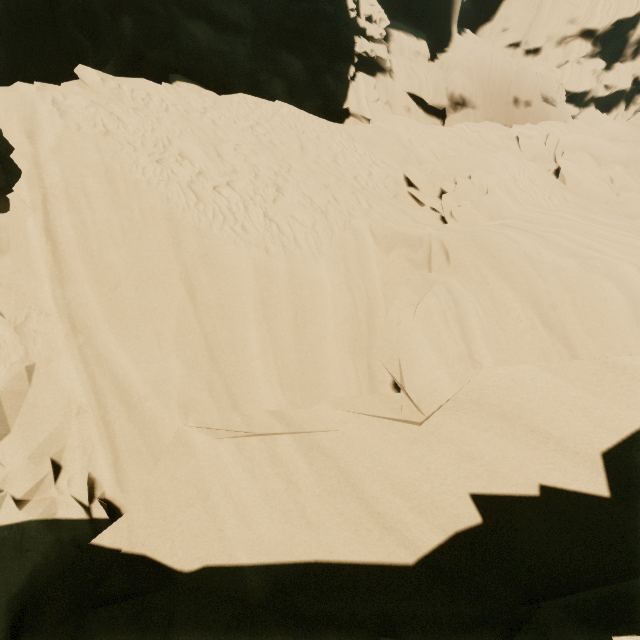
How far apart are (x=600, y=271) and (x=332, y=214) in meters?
5.5
